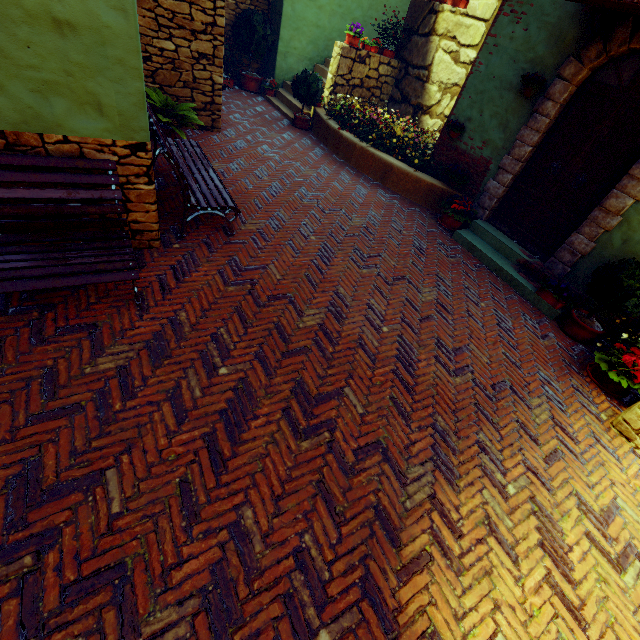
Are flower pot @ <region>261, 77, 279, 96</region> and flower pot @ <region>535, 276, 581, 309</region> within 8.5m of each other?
no

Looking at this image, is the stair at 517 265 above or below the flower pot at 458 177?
below

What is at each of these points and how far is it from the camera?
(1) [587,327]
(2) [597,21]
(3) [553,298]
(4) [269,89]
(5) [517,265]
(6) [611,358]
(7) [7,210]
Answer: (1) potted tree, 4.71m
(2) door eaves, 4.41m
(3) flower pot, 5.06m
(4) flower pot, 10.12m
(5) stair, 5.75m
(6) potted tree, 4.19m
(7) bench, 2.71m

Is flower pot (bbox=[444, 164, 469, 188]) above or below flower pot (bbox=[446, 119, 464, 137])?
below

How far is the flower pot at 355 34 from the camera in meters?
8.0 m

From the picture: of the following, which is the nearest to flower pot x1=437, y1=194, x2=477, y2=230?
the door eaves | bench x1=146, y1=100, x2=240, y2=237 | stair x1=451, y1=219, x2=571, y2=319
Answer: stair x1=451, y1=219, x2=571, y2=319

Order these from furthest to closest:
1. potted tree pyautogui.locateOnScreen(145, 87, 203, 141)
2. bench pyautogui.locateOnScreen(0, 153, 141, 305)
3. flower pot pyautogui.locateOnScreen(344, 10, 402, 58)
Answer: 1. flower pot pyautogui.locateOnScreen(344, 10, 402, 58)
2. potted tree pyautogui.locateOnScreen(145, 87, 203, 141)
3. bench pyautogui.locateOnScreen(0, 153, 141, 305)

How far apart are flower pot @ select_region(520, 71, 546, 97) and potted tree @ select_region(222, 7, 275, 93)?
7.6 meters
